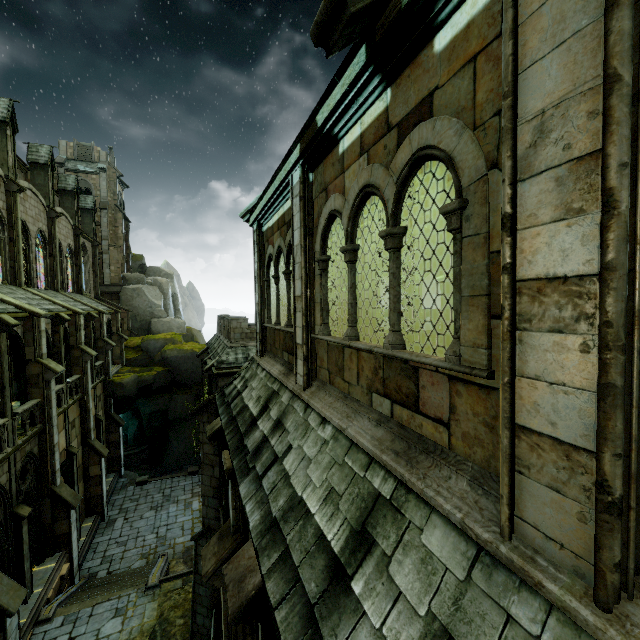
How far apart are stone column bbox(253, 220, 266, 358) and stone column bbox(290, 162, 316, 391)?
2.9m

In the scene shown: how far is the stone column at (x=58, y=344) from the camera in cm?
1808

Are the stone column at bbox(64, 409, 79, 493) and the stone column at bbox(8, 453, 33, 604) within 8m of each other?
yes

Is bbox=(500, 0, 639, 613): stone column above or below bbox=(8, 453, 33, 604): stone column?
above

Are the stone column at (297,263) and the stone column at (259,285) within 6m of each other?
yes

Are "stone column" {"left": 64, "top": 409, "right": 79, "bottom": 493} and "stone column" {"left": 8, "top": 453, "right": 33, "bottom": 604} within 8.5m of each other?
yes

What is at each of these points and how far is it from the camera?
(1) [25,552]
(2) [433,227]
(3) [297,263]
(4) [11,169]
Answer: (1) stone column, 13.17m
(2) wooden beam, 10.88m
(3) stone column, 5.73m
(4) merlon, 19.62m

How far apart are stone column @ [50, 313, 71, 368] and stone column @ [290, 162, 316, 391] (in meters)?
18.39
